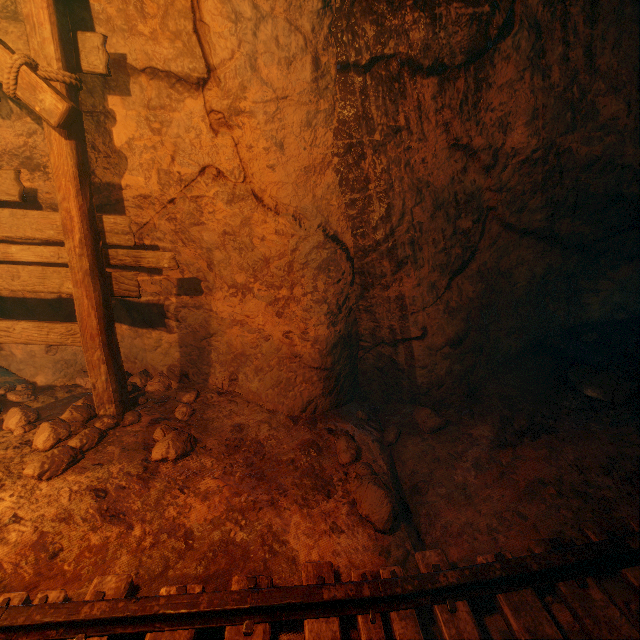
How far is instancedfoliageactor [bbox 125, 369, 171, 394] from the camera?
3.9 meters

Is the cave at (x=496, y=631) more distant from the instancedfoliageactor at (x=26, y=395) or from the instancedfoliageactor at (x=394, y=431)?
the instancedfoliageactor at (x=26, y=395)

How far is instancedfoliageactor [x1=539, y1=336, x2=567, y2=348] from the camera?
3.97m

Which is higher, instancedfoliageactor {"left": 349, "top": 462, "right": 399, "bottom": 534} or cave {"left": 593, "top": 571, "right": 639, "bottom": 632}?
instancedfoliageactor {"left": 349, "top": 462, "right": 399, "bottom": 534}

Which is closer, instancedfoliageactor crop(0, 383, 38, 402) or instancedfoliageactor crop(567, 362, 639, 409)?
instancedfoliageactor crop(567, 362, 639, 409)

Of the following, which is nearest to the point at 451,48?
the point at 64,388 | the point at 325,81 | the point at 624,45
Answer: the point at 325,81

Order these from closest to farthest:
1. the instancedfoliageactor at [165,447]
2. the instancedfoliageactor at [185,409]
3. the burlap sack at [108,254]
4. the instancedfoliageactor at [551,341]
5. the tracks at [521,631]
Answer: the tracks at [521,631], the burlap sack at [108,254], the instancedfoliageactor at [165,447], the instancedfoliageactor at [185,409], the instancedfoliageactor at [551,341]

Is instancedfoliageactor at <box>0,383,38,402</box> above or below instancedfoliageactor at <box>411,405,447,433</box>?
above
